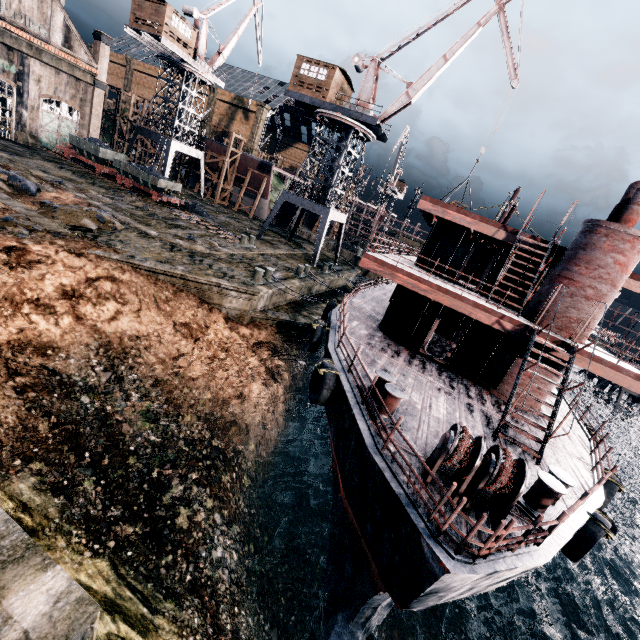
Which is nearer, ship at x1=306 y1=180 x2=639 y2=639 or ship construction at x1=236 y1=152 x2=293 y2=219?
ship at x1=306 y1=180 x2=639 y2=639

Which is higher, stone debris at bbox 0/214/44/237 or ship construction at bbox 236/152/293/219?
ship construction at bbox 236/152/293/219

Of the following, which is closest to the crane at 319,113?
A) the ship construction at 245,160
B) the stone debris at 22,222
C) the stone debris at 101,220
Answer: the ship construction at 245,160

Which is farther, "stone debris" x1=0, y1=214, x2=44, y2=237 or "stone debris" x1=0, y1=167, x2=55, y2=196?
"stone debris" x1=0, y1=167, x2=55, y2=196

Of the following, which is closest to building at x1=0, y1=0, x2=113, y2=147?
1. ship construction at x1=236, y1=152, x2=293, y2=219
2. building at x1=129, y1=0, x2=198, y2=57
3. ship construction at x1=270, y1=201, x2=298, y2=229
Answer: building at x1=129, y1=0, x2=198, y2=57

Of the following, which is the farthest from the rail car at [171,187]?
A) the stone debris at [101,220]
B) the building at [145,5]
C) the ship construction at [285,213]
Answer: the ship construction at [285,213]

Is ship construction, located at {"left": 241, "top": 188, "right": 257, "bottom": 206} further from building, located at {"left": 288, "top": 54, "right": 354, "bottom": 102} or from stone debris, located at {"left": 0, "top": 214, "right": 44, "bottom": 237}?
stone debris, located at {"left": 0, "top": 214, "right": 44, "bottom": 237}

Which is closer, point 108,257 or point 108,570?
point 108,570
